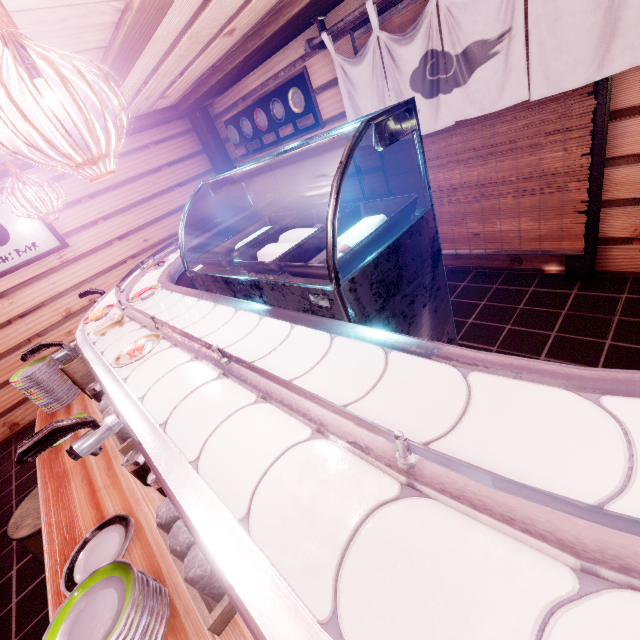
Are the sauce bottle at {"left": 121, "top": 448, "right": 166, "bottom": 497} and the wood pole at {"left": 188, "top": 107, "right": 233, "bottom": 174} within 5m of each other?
no

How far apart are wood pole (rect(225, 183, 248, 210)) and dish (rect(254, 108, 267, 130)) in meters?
2.1 m

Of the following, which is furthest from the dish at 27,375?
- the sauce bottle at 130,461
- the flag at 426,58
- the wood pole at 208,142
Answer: the wood pole at 208,142

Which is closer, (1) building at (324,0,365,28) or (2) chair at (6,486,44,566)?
(2) chair at (6,486,44,566)

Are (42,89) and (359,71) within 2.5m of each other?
no

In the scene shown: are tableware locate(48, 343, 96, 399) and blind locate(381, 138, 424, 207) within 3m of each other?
no

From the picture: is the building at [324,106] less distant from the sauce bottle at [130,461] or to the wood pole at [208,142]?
the wood pole at [208,142]

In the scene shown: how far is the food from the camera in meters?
4.6 m
